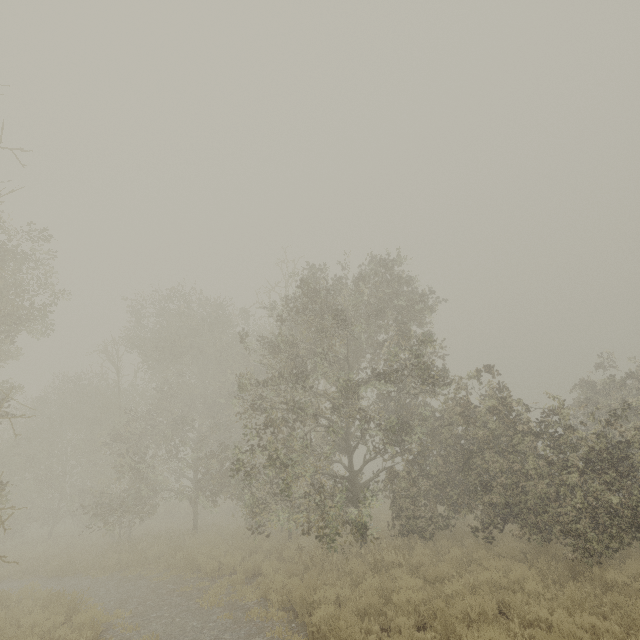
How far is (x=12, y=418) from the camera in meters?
22.9
